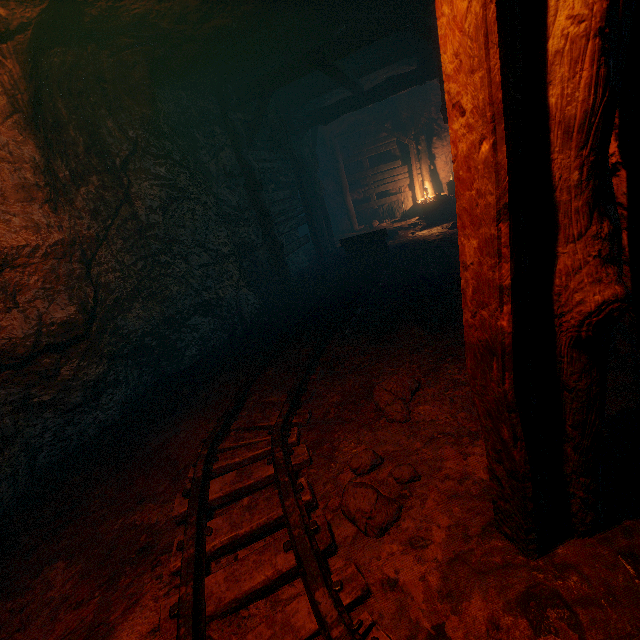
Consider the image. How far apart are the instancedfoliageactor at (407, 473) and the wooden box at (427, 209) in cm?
1145

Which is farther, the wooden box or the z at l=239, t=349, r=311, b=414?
the wooden box

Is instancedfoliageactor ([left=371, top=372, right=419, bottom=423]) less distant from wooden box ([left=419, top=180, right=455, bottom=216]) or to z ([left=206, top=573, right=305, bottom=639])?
z ([left=206, top=573, right=305, bottom=639])

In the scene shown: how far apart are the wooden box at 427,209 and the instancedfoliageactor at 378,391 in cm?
1062

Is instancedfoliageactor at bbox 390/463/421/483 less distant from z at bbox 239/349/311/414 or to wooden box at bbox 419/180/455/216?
z at bbox 239/349/311/414

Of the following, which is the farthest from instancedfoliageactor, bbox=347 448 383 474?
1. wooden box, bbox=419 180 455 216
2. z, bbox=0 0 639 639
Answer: wooden box, bbox=419 180 455 216

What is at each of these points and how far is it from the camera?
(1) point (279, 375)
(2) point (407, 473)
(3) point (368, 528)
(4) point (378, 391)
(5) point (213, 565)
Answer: (1) z, 4.09m
(2) instancedfoliageactor, 2.34m
(3) instancedfoliageactor, 2.11m
(4) instancedfoliageactor, 3.03m
(5) z, 2.22m
